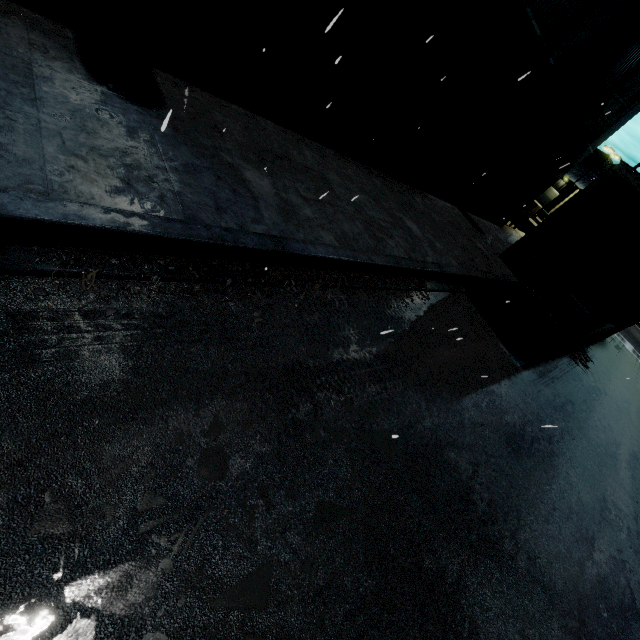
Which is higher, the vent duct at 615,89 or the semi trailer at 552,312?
the vent duct at 615,89

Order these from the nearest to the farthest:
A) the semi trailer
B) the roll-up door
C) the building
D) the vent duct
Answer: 1. the building
2. the semi trailer
3. the vent duct
4. the roll-up door

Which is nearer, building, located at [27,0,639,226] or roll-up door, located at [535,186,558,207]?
building, located at [27,0,639,226]

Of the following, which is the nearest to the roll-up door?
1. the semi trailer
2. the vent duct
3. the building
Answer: the building

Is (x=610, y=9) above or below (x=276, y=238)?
above

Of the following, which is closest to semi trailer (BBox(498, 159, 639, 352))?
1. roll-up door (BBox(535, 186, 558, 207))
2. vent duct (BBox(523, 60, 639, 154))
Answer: vent duct (BBox(523, 60, 639, 154))

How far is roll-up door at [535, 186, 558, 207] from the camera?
50.63m

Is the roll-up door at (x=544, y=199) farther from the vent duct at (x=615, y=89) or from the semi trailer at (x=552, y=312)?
the vent duct at (x=615, y=89)
